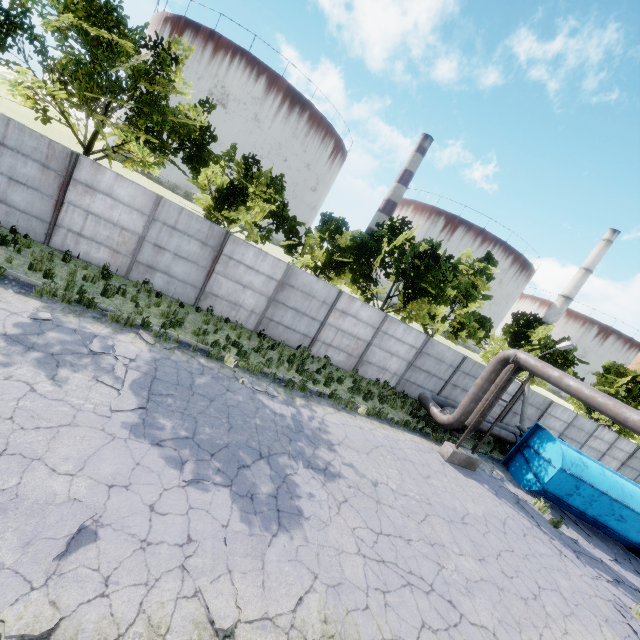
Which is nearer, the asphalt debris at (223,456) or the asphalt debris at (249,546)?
the asphalt debris at (249,546)

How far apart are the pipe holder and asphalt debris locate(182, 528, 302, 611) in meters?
9.5

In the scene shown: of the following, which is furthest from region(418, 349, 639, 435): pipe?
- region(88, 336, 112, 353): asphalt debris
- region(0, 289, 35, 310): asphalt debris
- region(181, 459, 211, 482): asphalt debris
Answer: region(0, 289, 35, 310): asphalt debris

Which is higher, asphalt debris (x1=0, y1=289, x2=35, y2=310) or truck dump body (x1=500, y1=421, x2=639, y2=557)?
truck dump body (x1=500, y1=421, x2=639, y2=557)

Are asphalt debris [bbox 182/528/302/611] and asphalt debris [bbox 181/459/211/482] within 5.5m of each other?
yes

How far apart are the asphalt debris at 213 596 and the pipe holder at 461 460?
9.5 meters

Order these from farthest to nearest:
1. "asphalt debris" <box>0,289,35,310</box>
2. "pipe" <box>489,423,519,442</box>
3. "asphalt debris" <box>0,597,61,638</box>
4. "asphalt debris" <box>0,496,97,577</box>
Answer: "pipe" <box>489,423,519,442</box>
"asphalt debris" <box>0,289,35,310</box>
"asphalt debris" <box>0,496,97,577</box>
"asphalt debris" <box>0,597,61,638</box>

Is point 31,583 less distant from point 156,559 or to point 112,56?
point 156,559
